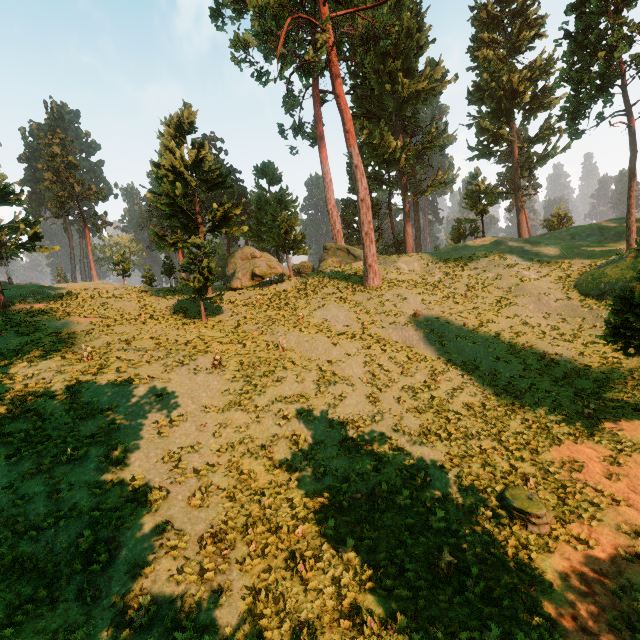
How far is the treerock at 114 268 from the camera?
34.69m

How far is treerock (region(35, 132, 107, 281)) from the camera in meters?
50.5 m

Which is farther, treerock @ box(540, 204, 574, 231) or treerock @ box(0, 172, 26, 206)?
treerock @ box(540, 204, 574, 231)

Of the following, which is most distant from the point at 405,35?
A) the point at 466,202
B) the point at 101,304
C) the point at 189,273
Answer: the point at 101,304

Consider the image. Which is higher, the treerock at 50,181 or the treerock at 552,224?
the treerock at 50,181
